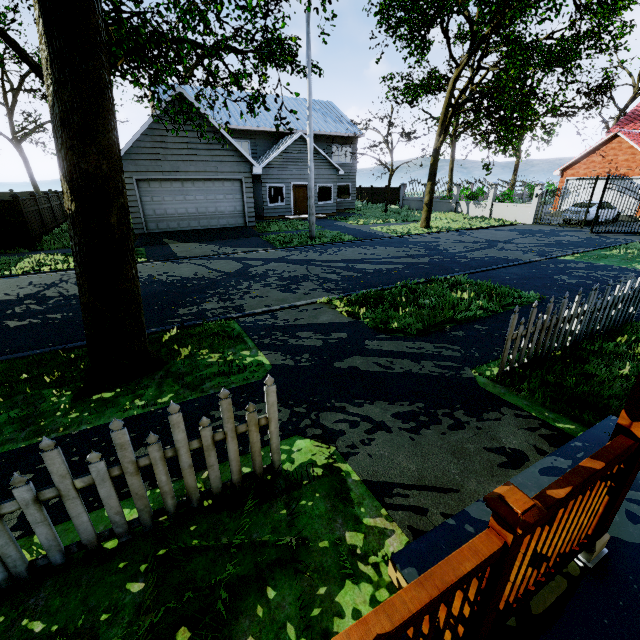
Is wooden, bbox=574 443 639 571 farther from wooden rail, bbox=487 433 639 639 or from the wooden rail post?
the wooden rail post

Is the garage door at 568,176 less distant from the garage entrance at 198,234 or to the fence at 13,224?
the garage entrance at 198,234

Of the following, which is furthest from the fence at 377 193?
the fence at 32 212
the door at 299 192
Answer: the fence at 32 212

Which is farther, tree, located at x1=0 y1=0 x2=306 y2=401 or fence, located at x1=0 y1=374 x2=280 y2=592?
tree, located at x1=0 y1=0 x2=306 y2=401

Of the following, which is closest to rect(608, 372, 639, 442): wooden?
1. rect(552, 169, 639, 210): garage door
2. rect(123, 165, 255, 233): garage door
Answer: rect(123, 165, 255, 233): garage door

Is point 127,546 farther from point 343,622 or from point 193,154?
point 193,154

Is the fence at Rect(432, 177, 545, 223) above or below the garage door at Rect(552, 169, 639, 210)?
below

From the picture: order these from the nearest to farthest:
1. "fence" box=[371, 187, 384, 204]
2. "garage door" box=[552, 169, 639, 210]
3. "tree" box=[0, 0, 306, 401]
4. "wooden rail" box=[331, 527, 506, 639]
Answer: "wooden rail" box=[331, 527, 506, 639] → "tree" box=[0, 0, 306, 401] → "garage door" box=[552, 169, 639, 210] → "fence" box=[371, 187, 384, 204]
